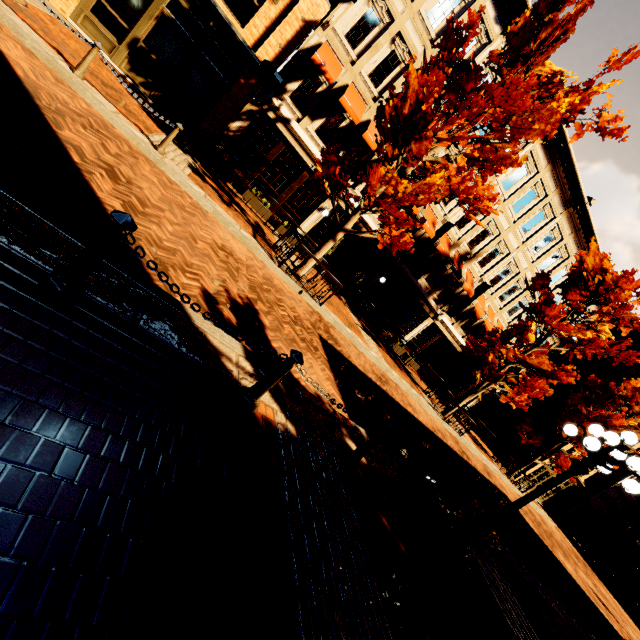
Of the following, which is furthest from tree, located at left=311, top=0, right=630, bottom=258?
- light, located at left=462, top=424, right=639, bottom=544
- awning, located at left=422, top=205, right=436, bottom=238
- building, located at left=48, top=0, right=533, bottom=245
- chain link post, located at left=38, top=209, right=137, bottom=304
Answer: chain link post, located at left=38, top=209, right=137, bottom=304

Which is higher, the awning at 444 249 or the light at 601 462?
the awning at 444 249

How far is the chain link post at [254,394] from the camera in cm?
339

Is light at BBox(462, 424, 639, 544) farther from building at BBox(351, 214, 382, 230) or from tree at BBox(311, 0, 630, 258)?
building at BBox(351, 214, 382, 230)

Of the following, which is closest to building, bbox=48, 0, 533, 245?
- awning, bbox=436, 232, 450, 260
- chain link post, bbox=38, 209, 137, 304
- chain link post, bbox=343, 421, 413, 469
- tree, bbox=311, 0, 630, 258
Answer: awning, bbox=436, 232, 450, 260

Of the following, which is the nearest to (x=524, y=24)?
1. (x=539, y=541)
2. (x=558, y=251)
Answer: (x=558, y=251)

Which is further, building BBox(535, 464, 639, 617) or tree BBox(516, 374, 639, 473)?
building BBox(535, 464, 639, 617)

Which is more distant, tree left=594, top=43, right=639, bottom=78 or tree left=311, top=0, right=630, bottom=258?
tree left=311, top=0, right=630, bottom=258
